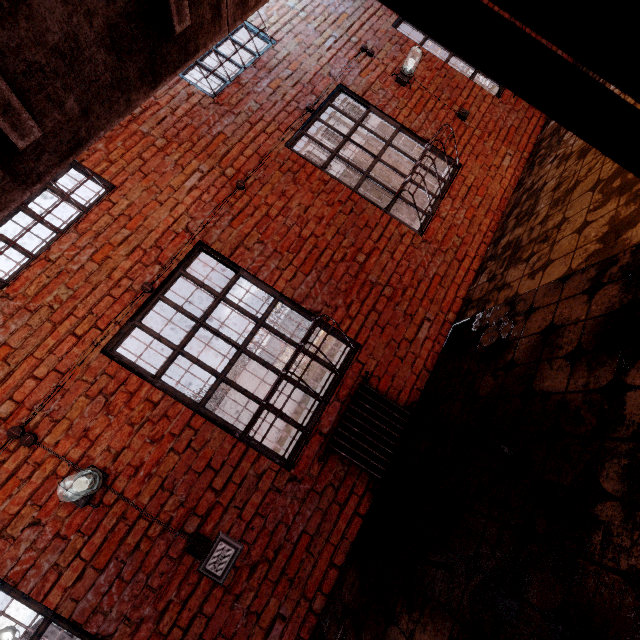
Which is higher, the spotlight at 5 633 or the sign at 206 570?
the spotlight at 5 633

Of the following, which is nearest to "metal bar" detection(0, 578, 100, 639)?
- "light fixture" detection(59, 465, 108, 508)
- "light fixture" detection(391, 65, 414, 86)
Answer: "light fixture" detection(59, 465, 108, 508)

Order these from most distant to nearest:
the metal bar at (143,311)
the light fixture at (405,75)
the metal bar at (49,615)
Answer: the light fixture at (405,75)
the metal bar at (143,311)
the metal bar at (49,615)

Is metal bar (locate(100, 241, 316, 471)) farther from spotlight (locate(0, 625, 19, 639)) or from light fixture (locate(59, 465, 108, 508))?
spotlight (locate(0, 625, 19, 639))

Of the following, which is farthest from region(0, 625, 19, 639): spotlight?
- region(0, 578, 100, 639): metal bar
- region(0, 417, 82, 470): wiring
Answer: region(0, 417, 82, 470): wiring

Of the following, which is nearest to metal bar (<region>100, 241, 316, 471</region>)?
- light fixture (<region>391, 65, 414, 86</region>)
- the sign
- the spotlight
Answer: the sign

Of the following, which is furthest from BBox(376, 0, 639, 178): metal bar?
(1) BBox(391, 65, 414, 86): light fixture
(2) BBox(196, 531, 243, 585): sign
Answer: (1) BBox(391, 65, 414, 86): light fixture

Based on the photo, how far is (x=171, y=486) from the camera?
2.7 meters
